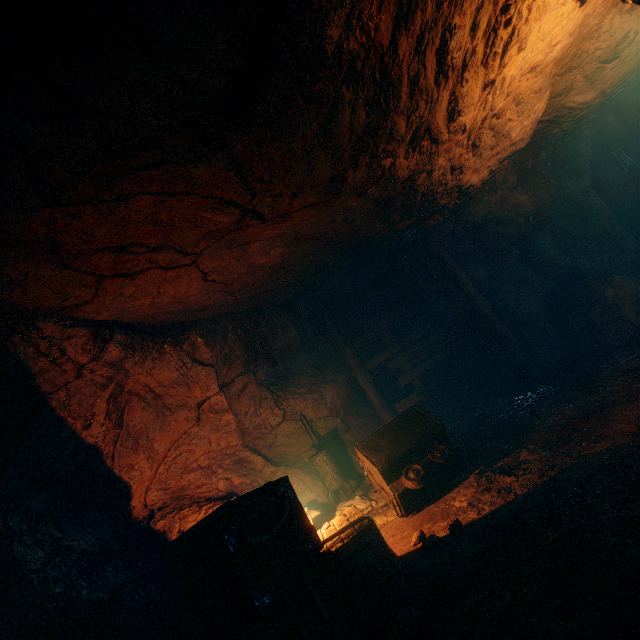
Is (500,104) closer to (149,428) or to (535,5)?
(535,5)

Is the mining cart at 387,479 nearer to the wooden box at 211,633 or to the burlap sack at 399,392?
the burlap sack at 399,392

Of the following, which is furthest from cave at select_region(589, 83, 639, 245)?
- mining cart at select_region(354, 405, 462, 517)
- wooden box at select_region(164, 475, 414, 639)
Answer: wooden box at select_region(164, 475, 414, 639)

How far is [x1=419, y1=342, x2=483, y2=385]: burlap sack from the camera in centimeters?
906cm

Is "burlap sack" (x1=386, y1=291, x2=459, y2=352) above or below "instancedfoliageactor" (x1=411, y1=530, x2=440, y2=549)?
above

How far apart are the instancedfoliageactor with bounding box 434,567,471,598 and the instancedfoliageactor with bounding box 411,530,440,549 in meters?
0.6

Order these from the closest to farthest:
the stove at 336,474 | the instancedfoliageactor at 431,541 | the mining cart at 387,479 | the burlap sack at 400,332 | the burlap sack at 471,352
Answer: the instancedfoliageactor at 431,541, the mining cart at 387,479, the stove at 336,474, the burlap sack at 471,352, the burlap sack at 400,332

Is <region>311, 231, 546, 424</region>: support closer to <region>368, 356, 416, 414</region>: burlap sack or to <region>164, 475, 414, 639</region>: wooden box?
<region>368, 356, 416, 414</region>: burlap sack
